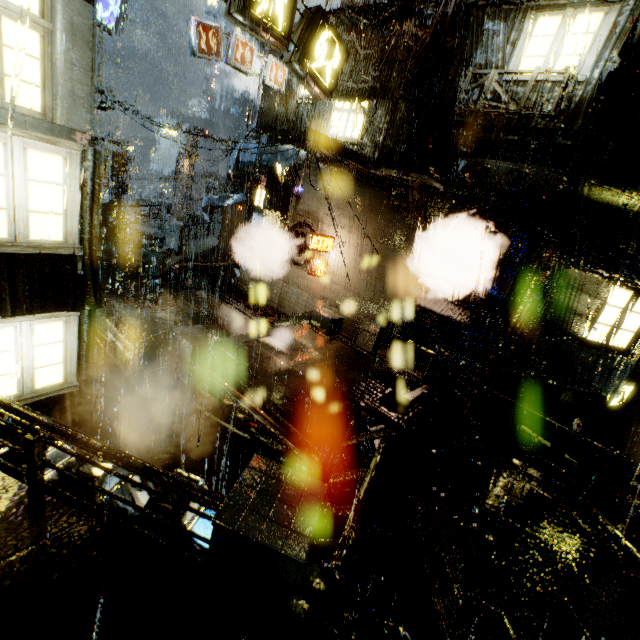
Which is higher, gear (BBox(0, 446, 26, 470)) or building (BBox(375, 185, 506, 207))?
building (BBox(375, 185, 506, 207))

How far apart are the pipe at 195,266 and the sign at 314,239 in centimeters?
677cm

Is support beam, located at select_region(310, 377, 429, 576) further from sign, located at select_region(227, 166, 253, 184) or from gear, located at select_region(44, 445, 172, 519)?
sign, located at select_region(227, 166, 253, 184)

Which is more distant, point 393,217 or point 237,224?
point 237,224

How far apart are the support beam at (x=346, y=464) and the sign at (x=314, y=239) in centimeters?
1041cm

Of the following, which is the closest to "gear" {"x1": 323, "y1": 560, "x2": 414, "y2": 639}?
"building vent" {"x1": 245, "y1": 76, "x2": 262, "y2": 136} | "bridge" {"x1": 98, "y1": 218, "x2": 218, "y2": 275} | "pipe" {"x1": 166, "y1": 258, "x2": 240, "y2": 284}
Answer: "pipe" {"x1": 166, "y1": 258, "x2": 240, "y2": 284}

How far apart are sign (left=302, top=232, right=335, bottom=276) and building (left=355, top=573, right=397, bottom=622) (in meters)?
12.36

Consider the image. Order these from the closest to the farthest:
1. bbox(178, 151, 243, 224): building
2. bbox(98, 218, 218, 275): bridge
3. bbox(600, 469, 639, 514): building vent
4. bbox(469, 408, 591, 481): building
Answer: bbox(469, 408, 591, 481): building
bbox(600, 469, 639, 514): building vent
bbox(98, 218, 218, 275): bridge
bbox(178, 151, 243, 224): building
